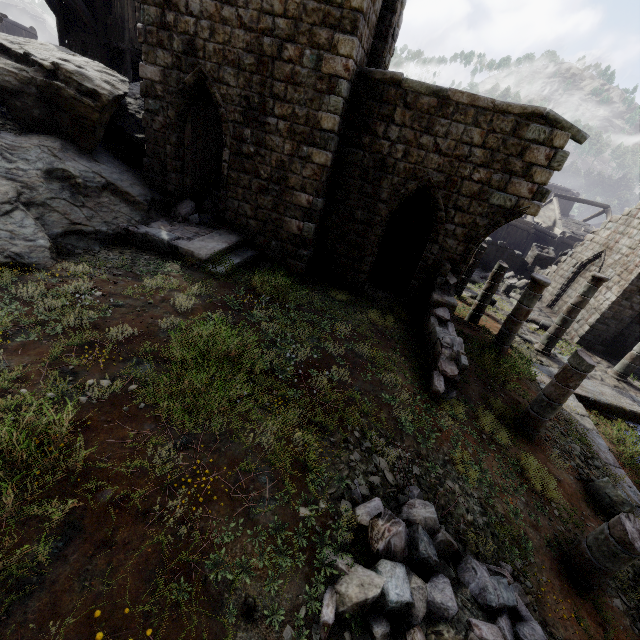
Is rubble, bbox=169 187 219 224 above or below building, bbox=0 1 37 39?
below

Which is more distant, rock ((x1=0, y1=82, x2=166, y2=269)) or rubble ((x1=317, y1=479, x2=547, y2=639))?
rock ((x1=0, y1=82, x2=166, y2=269))

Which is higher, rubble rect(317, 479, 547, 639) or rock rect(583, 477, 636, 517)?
rubble rect(317, 479, 547, 639)

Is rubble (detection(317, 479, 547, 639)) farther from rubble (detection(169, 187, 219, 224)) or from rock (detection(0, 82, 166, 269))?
rubble (detection(169, 187, 219, 224))

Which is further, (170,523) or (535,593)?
(535,593)

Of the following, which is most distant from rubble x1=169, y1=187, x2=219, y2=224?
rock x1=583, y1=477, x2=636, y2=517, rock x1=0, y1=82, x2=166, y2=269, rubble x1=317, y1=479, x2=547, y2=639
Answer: rock x1=583, y1=477, x2=636, y2=517

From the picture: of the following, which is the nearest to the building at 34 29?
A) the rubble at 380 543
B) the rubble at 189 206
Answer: the rubble at 189 206
